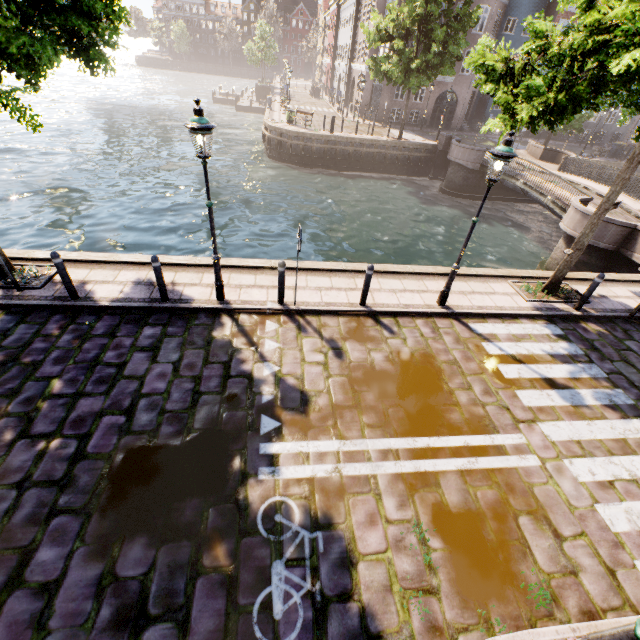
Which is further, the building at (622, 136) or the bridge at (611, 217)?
the building at (622, 136)

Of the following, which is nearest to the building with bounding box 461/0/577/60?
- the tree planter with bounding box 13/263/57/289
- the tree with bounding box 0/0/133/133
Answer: the tree with bounding box 0/0/133/133

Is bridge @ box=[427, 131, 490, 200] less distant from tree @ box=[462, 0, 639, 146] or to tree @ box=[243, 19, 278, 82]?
tree @ box=[462, 0, 639, 146]

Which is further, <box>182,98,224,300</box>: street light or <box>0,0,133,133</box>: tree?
<box>182,98,224,300</box>: street light

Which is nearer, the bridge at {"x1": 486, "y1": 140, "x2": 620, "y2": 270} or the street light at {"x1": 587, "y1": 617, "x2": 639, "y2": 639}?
the street light at {"x1": 587, "y1": 617, "x2": 639, "y2": 639}

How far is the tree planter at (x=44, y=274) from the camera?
7.1 meters

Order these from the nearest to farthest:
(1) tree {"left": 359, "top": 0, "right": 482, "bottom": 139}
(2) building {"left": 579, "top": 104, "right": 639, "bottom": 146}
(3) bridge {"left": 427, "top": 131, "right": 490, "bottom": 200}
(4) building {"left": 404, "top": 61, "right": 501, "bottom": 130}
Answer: (1) tree {"left": 359, "top": 0, "right": 482, "bottom": 139} → (3) bridge {"left": 427, "top": 131, "right": 490, "bottom": 200} → (4) building {"left": 404, "top": 61, "right": 501, "bottom": 130} → (2) building {"left": 579, "top": 104, "right": 639, "bottom": 146}

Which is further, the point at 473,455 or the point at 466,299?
the point at 466,299
